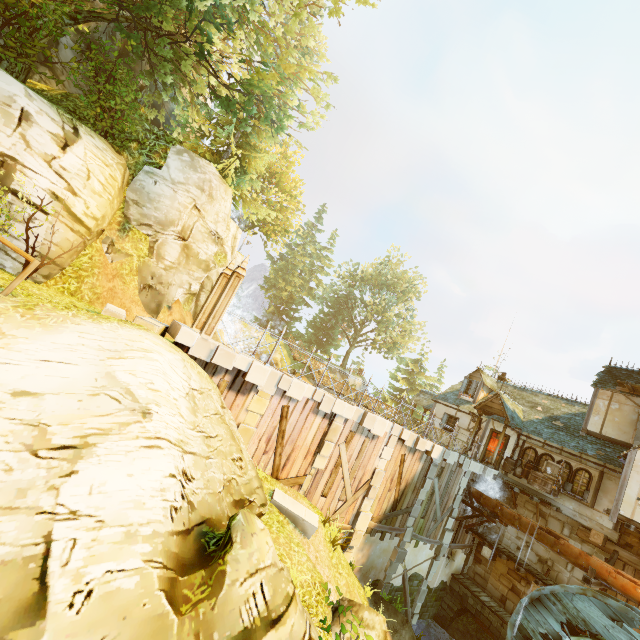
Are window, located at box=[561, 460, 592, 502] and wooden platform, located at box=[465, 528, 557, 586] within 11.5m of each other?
yes

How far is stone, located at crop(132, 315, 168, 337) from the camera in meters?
8.2

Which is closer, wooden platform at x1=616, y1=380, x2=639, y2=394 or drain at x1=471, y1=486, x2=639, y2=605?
drain at x1=471, y1=486, x2=639, y2=605

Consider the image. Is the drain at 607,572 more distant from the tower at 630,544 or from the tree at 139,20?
the tree at 139,20

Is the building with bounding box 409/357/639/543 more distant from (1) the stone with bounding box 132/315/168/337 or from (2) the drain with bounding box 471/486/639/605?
(1) the stone with bounding box 132/315/168/337

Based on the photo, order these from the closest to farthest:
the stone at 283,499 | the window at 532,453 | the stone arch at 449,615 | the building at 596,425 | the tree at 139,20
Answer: the stone at 283,499
the tree at 139,20
the building at 596,425
the stone arch at 449,615
the window at 532,453

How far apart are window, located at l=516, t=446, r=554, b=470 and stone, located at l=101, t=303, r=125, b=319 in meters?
21.1 m

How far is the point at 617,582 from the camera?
12.3 meters
